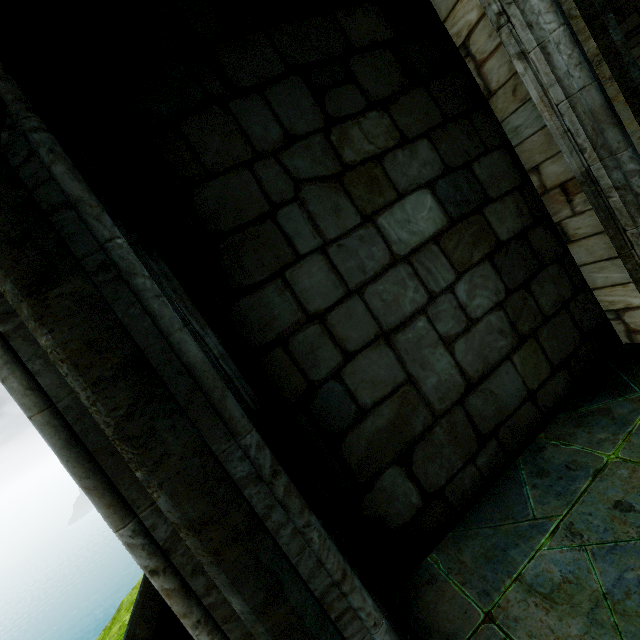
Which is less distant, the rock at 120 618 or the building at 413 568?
the building at 413 568

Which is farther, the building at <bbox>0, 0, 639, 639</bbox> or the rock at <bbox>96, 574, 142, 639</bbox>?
the rock at <bbox>96, 574, 142, 639</bbox>

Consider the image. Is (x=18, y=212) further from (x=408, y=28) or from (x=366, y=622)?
(x=408, y=28)
